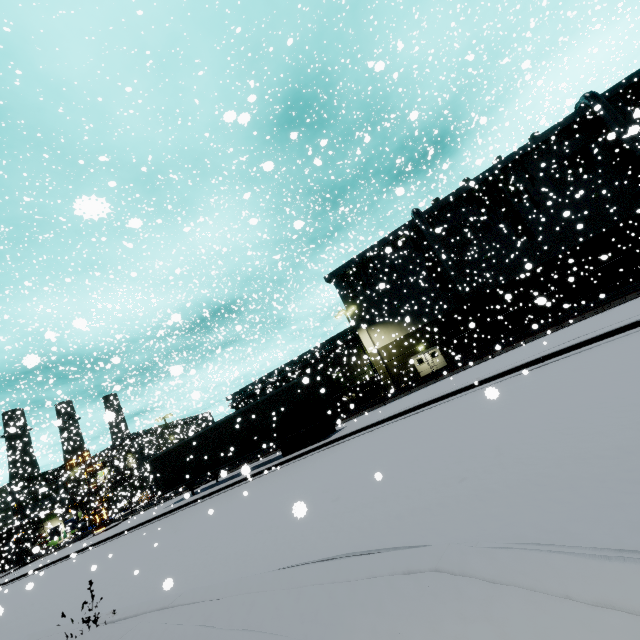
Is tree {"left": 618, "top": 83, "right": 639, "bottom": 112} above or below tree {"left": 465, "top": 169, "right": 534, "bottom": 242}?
above

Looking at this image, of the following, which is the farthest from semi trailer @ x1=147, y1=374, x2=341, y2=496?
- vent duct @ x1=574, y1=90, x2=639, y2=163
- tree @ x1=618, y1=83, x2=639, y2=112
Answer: vent duct @ x1=574, y1=90, x2=639, y2=163

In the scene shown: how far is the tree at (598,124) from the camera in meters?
27.5

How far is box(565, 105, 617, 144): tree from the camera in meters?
27.5

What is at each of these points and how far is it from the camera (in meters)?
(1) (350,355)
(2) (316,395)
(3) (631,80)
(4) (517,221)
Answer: (1) building, 40.25
(2) semi trailer door, 18.17
(3) building, 27.45
(4) tree, 31.44

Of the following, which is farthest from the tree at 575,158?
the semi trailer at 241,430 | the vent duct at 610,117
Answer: the semi trailer at 241,430

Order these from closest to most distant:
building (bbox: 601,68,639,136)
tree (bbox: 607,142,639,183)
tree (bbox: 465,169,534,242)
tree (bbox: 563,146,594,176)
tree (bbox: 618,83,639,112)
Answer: building (bbox: 601,68,639,136) → tree (bbox: 607,142,639,183) → tree (bbox: 618,83,639,112) → tree (bbox: 563,146,594,176) → tree (bbox: 465,169,534,242)

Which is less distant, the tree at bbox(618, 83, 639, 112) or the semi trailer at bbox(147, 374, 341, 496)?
the semi trailer at bbox(147, 374, 341, 496)
